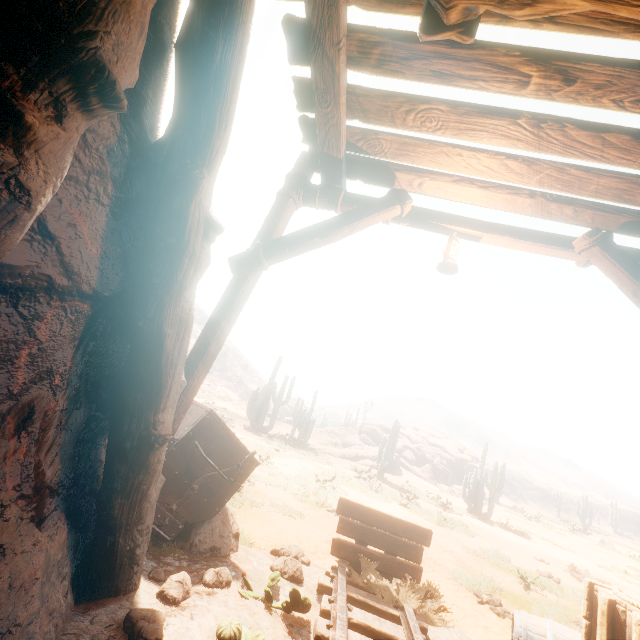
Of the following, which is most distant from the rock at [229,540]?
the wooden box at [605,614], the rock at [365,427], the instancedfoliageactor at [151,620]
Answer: the rock at [365,427]

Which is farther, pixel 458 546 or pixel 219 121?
pixel 458 546

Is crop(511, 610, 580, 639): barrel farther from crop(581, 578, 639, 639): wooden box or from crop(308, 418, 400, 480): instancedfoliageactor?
crop(308, 418, 400, 480): instancedfoliageactor

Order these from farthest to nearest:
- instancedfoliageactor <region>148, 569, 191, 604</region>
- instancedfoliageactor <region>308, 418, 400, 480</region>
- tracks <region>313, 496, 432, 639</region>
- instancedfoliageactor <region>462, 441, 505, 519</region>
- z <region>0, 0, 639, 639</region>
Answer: instancedfoliageactor <region>308, 418, 400, 480</region>
instancedfoliageactor <region>462, 441, 505, 519</region>
tracks <region>313, 496, 432, 639</region>
instancedfoliageactor <region>148, 569, 191, 604</region>
z <region>0, 0, 639, 639</region>

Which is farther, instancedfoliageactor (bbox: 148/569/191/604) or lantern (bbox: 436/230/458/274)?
lantern (bbox: 436/230/458/274)

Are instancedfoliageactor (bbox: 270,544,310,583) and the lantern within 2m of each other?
no

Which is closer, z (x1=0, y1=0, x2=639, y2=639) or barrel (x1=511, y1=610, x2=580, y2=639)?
z (x1=0, y1=0, x2=639, y2=639)

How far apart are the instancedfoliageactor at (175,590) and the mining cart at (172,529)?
0.7 meters
